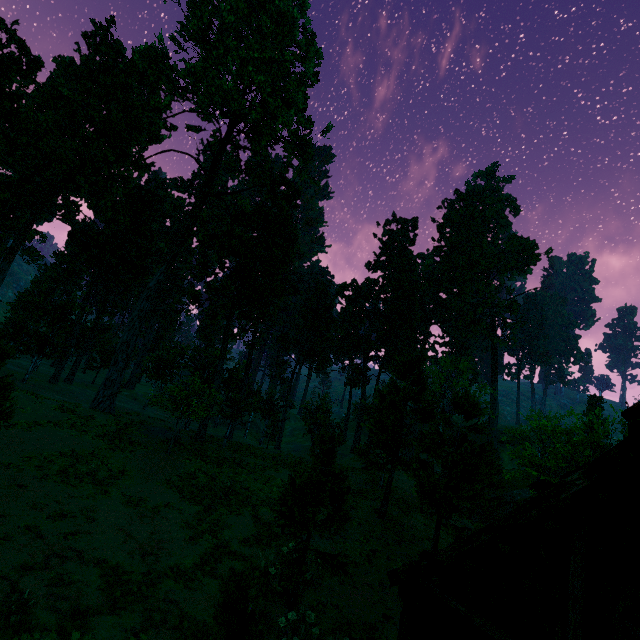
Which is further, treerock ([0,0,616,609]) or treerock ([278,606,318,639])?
treerock ([0,0,616,609])

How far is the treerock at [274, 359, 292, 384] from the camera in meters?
44.8

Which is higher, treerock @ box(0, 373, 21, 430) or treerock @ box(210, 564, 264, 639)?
treerock @ box(0, 373, 21, 430)

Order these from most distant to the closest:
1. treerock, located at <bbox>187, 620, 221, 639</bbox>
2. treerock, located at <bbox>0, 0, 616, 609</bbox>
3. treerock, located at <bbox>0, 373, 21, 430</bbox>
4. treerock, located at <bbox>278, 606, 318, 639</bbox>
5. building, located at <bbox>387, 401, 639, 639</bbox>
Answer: treerock, located at <bbox>0, 0, 616, 609</bbox> < treerock, located at <bbox>0, 373, 21, 430</bbox> < treerock, located at <bbox>278, 606, 318, 639</bbox> < treerock, located at <bbox>187, 620, 221, 639</bbox> < building, located at <bbox>387, 401, 639, 639</bbox>

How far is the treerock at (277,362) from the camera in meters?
44.8 m

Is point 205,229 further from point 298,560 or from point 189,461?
point 298,560

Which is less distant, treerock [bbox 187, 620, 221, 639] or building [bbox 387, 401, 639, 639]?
building [bbox 387, 401, 639, 639]

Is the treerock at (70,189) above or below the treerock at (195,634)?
above
